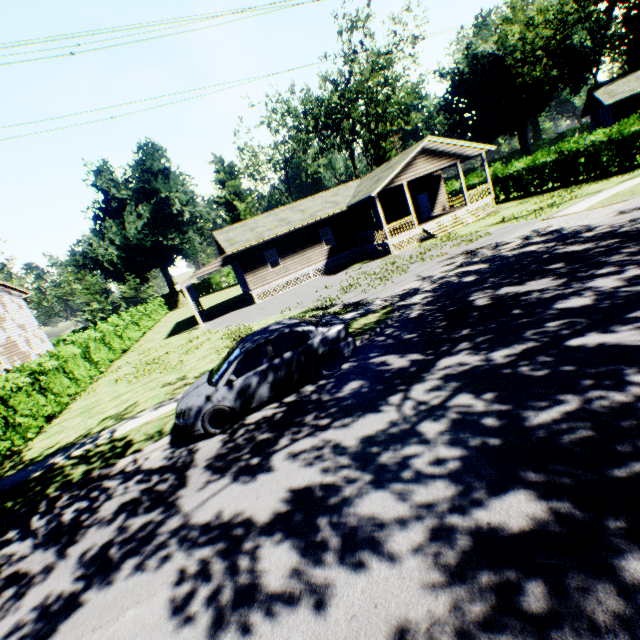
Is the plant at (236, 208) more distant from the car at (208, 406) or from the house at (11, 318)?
the car at (208, 406)

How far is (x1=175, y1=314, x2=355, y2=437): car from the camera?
7.48m

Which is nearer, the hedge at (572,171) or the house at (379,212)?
the hedge at (572,171)

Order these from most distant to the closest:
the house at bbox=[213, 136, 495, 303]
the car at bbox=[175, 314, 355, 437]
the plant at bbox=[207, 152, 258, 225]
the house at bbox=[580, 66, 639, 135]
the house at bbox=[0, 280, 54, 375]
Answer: the plant at bbox=[207, 152, 258, 225] → the house at bbox=[580, 66, 639, 135] → the house at bbox=[0, 280, 54, 375] → the house at bbox=[213, 136, 495, 303] → the car at bbox=[175, 314, 355, 437]

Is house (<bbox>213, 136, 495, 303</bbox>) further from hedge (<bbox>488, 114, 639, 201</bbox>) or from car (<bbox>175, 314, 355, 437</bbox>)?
car (<bbox>175, 314, 355, 437</bbox>)

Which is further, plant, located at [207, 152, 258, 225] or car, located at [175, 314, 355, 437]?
plant, located at [207, 152, 258, 225]

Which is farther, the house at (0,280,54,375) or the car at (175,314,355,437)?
the house at (0,280,54,375)

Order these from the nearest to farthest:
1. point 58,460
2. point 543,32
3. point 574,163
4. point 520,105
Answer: point 58,460 → point 574,163 → point 543,32 → point 520,105
